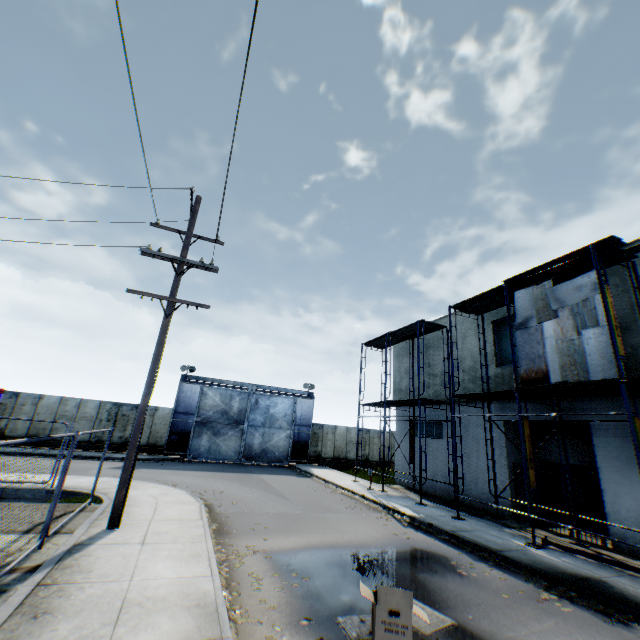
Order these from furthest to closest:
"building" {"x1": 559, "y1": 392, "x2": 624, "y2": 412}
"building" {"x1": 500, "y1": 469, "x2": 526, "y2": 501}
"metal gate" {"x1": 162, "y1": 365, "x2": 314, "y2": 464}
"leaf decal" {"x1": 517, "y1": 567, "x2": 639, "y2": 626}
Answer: "metal gate" {"x1": 162, "y1": 365, "x2": 314, "y2": 464} → "building" {"x1": 500, "y1": 469, "x2": 526, "y2": 501} → "building" {"x1": 559, "y1": 392, "x2": 624, "y2": 412} → "leaf decal" {"x1": 517, "y1": 567, "x2": 639, "y2": 626}

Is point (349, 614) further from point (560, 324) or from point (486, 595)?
point (560, 324)

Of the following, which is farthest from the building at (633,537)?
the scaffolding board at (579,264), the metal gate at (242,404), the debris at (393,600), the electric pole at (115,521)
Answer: Answer: the electric pole at (115,521)

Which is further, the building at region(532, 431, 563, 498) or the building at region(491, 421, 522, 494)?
the building at region(491, 421, 522, 494)

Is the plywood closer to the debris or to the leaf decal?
the leaf decal

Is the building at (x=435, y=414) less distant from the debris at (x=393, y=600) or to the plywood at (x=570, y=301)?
the plywood at (x=570, y=301)

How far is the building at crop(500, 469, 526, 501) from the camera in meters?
13.5 m
